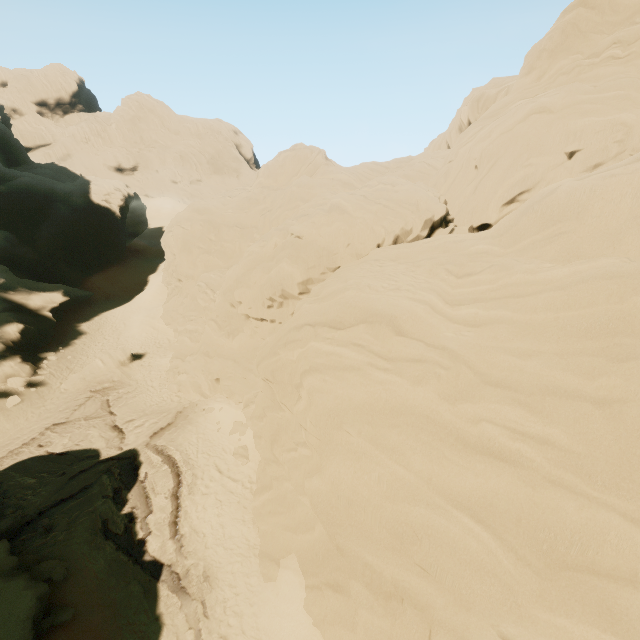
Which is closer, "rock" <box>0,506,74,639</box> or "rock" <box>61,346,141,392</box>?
"rock" <box>0,506,74,639</box>

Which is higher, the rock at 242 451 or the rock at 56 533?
the rock at 242 451

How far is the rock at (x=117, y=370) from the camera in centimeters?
2328cm

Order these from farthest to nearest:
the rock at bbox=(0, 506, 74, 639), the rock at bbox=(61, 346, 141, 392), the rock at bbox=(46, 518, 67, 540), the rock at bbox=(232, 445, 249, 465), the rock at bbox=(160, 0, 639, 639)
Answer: the rock at bbox=(61, 346, 141, 392)
the rock at bbox=(232, 445, 249, 465)
the rock at bbox=(46, 518, 67, 540)
the rock at bbox=(0, 506, 74, 639)
the rock at bbox=(160, 0, 639, 639)

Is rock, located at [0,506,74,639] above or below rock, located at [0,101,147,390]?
below

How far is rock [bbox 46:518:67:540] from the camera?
13.6 meters

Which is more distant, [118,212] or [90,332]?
[118,212]
